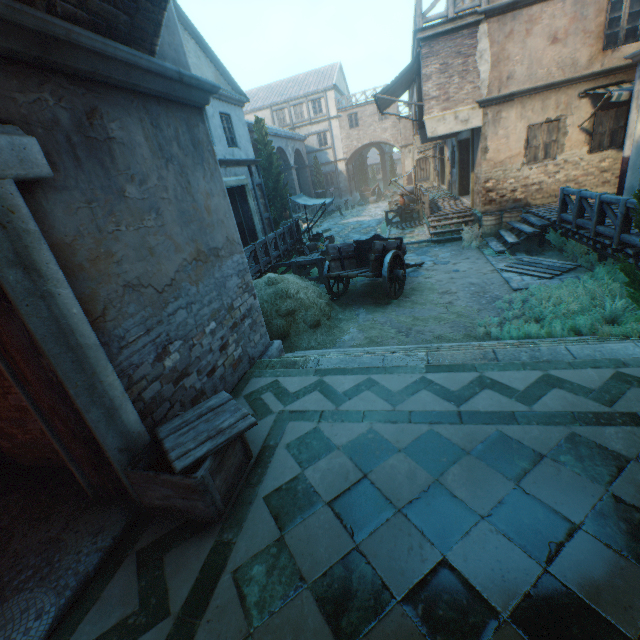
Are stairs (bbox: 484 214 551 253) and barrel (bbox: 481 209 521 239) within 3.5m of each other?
yes

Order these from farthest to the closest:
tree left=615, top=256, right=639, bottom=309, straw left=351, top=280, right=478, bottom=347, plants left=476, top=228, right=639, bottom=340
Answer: straw left=351, top=280, right=478, bottom=347 < plants left=476, top=228, right=639, bottom=340 < tree left=615, top=256, right=639, bottom=309

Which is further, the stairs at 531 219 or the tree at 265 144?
the tree at 265 144

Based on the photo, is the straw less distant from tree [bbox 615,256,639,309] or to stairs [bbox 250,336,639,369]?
stairs [bbox 250,336,639,369]

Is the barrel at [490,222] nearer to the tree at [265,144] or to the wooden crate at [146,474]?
the tree at [265,144]

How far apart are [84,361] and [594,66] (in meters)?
16.02

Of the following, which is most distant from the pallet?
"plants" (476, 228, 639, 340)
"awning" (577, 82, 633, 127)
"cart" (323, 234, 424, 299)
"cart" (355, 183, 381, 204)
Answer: "cart" (355, 183, 381, 204)

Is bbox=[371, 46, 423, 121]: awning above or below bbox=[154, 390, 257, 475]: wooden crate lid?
above
